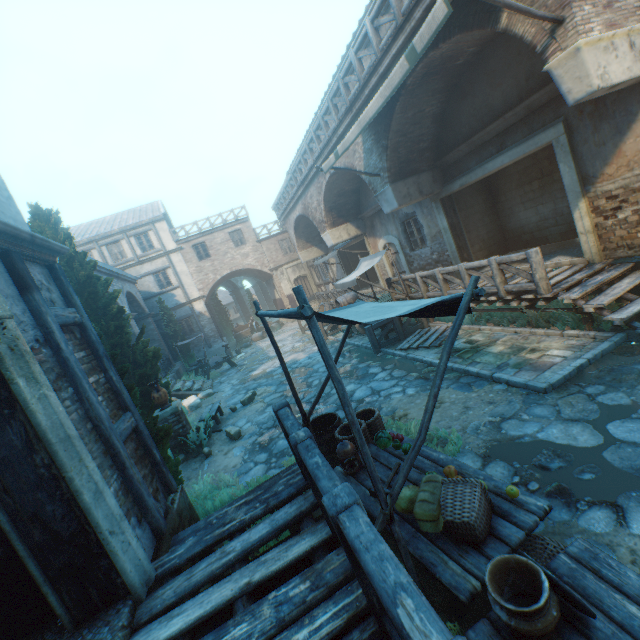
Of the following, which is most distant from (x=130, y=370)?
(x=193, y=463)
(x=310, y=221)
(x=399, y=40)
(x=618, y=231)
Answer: (x=310, y=221)

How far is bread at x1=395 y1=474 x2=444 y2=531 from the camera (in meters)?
2.83

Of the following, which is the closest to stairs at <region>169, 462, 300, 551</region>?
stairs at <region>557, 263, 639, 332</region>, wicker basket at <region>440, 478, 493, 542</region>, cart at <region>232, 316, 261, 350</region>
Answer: wicker basket at <region>440, 478, 493, 542</region>

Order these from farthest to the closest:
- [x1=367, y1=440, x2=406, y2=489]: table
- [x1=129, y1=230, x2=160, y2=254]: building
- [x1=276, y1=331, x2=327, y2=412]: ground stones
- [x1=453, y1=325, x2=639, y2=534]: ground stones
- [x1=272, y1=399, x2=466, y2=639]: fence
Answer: [x1=129, y1=230, x2=160, y2=254]: building < [x1=276, y1=331, x2=327, y2=412]: ground stones < [x1=367, y1=440, x2=406, y2=489]: table < [x1=453, y1=325, x2=639, y2=534]: ground stones < [x1=272, y1=399, x2=466, y2=639]: fence

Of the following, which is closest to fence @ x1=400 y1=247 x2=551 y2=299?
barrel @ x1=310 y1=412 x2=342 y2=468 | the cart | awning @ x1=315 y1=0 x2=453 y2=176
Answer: awning @ x1=315 y1=0 x2=453 y2=176

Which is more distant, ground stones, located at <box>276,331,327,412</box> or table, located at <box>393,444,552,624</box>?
ground stones, located at <box>276,331,327,412</box>

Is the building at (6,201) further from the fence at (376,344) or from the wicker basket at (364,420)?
the wicker basket at (364,420)

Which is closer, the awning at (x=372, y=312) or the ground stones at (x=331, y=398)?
the awning at (x=372, y=312)
